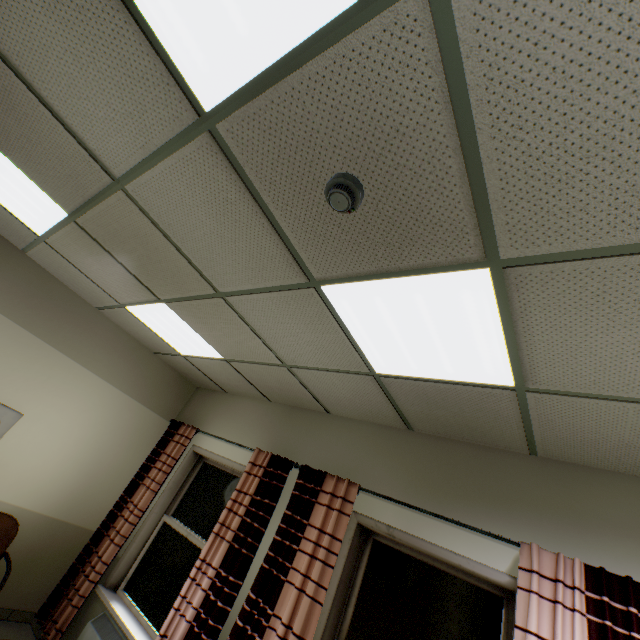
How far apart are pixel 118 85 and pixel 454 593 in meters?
3.8 m

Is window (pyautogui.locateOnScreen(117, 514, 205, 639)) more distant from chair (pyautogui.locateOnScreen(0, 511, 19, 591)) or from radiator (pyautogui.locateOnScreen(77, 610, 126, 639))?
chair (pyautogui.locateOnScreen(0, 511, 19, 591))

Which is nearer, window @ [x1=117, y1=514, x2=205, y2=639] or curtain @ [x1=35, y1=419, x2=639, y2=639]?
curtain @ [x1=35, y1=419, x2=639, y2=639]

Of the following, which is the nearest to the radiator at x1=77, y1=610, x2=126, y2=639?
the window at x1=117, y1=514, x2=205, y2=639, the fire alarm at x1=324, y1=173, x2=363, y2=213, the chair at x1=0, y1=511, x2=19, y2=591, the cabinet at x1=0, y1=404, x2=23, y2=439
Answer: the window at x1=117, y1=514, x2=205, y2=639

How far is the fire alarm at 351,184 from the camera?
1.3m

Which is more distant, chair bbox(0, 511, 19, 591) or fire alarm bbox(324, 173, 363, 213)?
chair bbox(0, 511, 19, 591)

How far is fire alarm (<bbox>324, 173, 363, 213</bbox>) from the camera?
1.3m

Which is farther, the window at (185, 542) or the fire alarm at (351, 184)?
the window at (185, 542)
